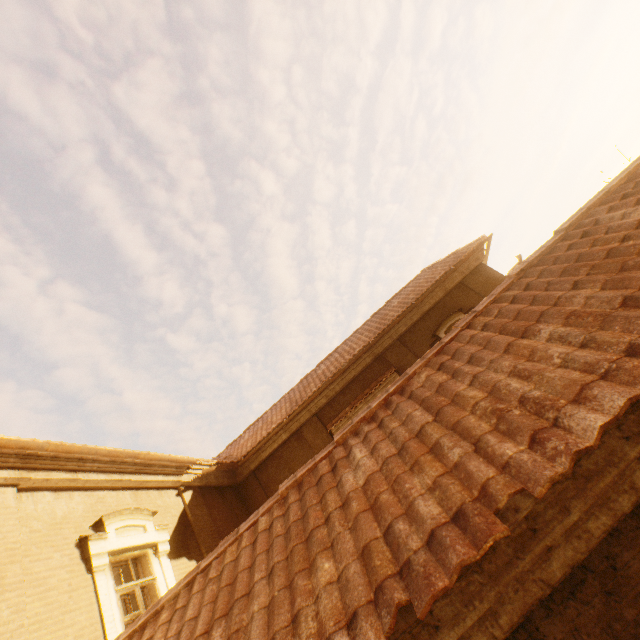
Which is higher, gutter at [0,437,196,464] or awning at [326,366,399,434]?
gutter at [0,437,196,464]

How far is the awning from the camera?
10.62m

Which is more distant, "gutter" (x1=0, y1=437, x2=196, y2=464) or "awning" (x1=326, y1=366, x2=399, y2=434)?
"awning" (x1=326, y1=366, x2=399, y2=434)

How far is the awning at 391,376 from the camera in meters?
10.6 m

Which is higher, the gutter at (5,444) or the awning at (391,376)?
the gutter at (5,444)

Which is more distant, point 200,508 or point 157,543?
point 200,508
